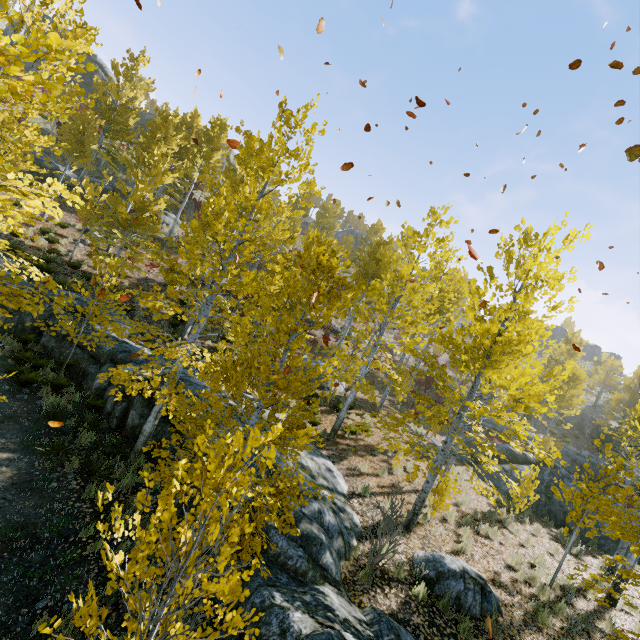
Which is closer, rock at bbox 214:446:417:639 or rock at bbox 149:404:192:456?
rock at bbox 214:446:417:639

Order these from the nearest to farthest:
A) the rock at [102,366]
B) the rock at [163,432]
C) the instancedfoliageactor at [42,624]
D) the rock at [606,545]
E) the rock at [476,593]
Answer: the instancedfoliageactor at [42,624] < the rock at [476,593] < the rock at [163,432] < the rock at [102,366] < the rock at [606,545]

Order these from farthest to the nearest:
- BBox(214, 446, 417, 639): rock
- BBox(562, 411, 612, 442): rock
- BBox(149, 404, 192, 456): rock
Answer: BBox(562, 411, 612, 442): rock
BBox(149, 404, 192, 456): rock
BBox(214, 446, 417, 639): rock

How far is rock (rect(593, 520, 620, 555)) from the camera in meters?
13.6 m

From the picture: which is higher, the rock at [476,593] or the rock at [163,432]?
the rock at [476,593]

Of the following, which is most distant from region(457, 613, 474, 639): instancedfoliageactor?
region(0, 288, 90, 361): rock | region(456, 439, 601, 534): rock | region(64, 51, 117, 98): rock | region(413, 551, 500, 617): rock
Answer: region(64, 51, 117, 98): rock

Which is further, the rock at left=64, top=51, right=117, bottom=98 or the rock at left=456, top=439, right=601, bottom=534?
the rock at left=64, top=51, right=117, bottom=98

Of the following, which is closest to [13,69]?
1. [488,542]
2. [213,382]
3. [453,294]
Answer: [213,382]
